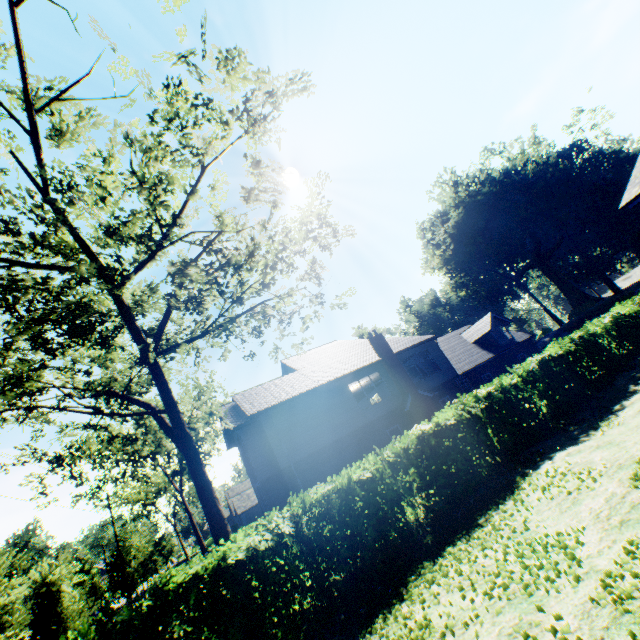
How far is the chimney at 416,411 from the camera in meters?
21.4

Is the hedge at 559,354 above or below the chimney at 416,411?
below

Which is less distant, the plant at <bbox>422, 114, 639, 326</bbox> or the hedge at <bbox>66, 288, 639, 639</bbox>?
the hedge at <bbox>66, 288, 639, 639</bbox>

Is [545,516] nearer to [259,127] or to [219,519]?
[219,519]

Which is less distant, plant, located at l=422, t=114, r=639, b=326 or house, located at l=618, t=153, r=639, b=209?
house, located at l=618, t=153, r=639, b=209

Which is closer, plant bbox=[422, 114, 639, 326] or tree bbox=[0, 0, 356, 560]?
tree bbox=[0, 0, 356, 560]

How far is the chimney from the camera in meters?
21.4

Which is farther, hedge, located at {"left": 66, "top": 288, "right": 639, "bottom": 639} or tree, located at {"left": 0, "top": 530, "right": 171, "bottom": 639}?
tree, located at {"left": 0, "top": 530, "right": 171, "bottom": 639}
